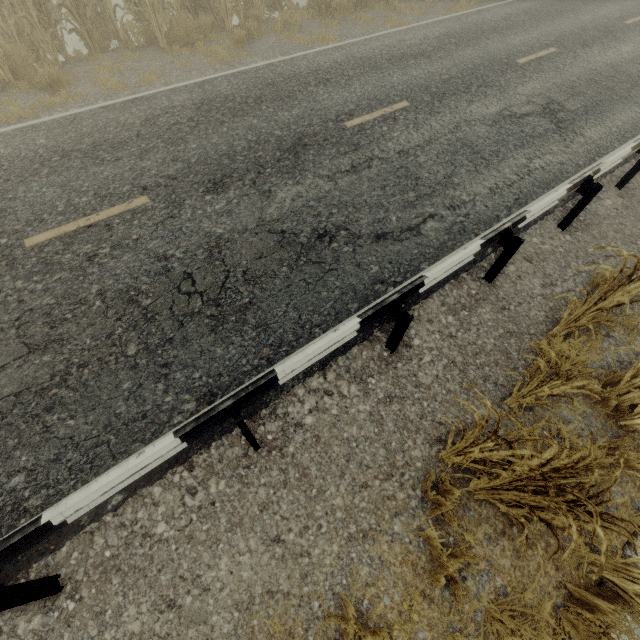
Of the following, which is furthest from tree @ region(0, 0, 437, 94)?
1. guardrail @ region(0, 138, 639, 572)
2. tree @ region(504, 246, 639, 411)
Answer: tree @ region(504, 246, 639, 411)

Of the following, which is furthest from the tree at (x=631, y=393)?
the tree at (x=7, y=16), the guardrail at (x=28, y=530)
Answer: the tree at (x=7, y=16)

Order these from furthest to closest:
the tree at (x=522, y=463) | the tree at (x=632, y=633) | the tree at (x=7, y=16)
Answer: the tree at (x=7, y=16)
the tree at (x=632, y=633)
the tree at (x=522, y=463)

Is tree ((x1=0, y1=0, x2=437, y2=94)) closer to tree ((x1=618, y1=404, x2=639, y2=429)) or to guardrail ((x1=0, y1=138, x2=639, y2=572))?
guardrail ((x1=0, y1=138, x2=639, y2=572))

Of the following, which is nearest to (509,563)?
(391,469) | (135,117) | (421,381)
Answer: (391,469)

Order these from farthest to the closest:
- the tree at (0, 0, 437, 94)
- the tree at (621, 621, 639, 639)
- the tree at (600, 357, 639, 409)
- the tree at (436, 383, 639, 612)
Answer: the tree at (0, 0, 437, 94)
the tree at (600, 357, 639, 409)
the tree at (621, 621, 639, 639)
the tree at (436, 383, 639, 612)

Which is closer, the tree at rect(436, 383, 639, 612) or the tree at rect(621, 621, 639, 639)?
the tree at rect(436, 383, 639, 612)

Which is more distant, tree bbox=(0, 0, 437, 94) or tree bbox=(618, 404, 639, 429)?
tree bbox=(0, 0, 437, 94)
